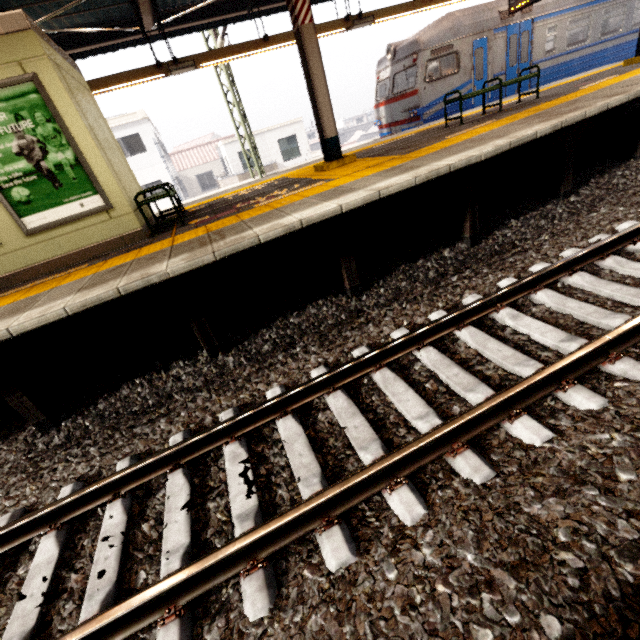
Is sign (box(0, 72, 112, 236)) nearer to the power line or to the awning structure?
the awning structure

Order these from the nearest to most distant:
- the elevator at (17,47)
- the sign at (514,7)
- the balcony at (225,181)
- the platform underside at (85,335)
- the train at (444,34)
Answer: the platform underside at (85,335) < the elevator at (17,47) < the sign at (514,7) < the train at (444,34) < the balcony at (225,181)

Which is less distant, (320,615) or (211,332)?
(320,615)

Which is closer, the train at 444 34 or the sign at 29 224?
the sign at 29 224

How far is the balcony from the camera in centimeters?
2191cm

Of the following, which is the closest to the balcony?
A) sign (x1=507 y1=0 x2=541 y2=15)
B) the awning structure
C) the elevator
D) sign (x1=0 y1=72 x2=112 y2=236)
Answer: the awning structure

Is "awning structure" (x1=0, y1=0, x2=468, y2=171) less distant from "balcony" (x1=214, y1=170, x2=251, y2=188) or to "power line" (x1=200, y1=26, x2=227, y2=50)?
"power line" (x1=200, y1=26, x2=227, y2=50)

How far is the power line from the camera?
10.0 meters
